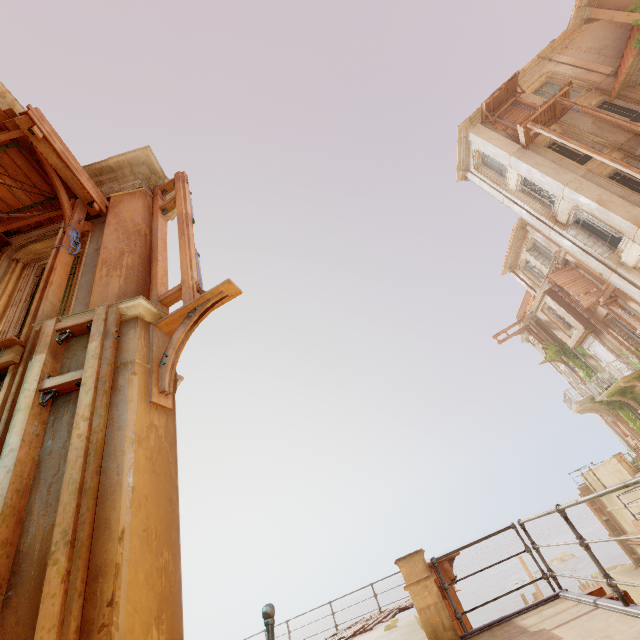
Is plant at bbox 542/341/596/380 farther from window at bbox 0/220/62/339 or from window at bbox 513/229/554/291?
window at bbox 513/229/554/291

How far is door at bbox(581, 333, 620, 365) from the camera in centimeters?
2222cm

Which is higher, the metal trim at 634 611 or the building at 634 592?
the metal trim at 634 611

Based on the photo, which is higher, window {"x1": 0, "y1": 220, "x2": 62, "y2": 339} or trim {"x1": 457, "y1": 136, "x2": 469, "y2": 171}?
trim {"x1": 457, "y1": 136, "x2": 469, "y2": 171}

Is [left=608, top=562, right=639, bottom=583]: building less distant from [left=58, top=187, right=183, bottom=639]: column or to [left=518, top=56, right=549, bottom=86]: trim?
[left=58, top=187, right=183, bottom=639]: column

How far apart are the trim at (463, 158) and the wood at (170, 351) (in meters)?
22.73

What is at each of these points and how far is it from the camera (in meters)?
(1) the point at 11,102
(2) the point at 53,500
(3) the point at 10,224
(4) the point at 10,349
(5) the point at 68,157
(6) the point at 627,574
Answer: (1) trim, 8.40
(2) column, 2.84
(3) wood, 6.20
(4) trim, 3.75
(5) wood, 5.76
(6) building, 20.95

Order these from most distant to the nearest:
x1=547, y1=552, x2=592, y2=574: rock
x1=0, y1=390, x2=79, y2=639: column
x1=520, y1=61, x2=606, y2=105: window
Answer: x1=547, y1=552, x2=592, y2=574: rock < x1=520, y1=61, x2=606, y2=105: window < x1=0, y1=390, x2=79, y2=639: column
